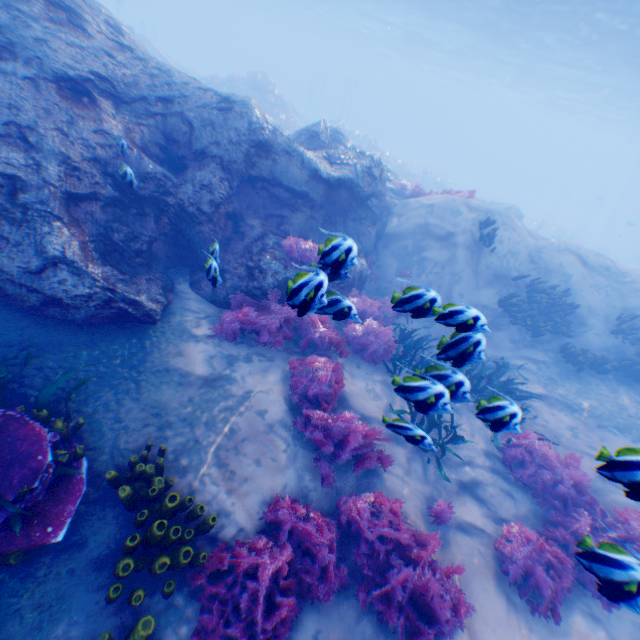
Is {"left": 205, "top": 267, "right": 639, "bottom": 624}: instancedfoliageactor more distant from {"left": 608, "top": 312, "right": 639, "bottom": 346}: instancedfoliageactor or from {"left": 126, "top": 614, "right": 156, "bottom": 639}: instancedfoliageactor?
{"left": 608, "top": 312, "right": 639, "bottom": 346}: instancedfoliageactor

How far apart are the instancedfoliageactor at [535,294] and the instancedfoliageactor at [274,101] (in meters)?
24.38

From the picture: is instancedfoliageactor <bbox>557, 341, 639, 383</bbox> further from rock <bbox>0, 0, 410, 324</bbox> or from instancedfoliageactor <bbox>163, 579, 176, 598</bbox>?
rock <bbox>0, 0, 410, 324</bbox>

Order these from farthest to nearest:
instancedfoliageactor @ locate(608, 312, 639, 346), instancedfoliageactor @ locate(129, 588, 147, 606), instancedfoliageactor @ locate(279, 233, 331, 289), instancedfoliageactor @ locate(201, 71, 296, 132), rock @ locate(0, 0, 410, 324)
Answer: instancedfoliageactor @ locate(201, 71, 296, 132) → instancedfoliageactor @ locate(608, 312, 639, 346) → rock @ locate(0, 0, 410, 324) → instancedfoliageactor @ locate(279, 233, 331, 289) → instancedfoliageactor @ locate(129, 588, 147, 606)

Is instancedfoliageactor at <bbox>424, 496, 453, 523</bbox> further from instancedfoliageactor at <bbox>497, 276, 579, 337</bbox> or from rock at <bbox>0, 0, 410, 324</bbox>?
instancedfoliageactor at <bbox>497, 276, 579, 337</bbox>

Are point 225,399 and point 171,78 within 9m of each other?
yes

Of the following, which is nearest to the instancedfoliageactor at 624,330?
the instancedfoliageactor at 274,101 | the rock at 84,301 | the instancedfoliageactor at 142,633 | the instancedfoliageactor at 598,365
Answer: the instancedfoliageactor at 598,365

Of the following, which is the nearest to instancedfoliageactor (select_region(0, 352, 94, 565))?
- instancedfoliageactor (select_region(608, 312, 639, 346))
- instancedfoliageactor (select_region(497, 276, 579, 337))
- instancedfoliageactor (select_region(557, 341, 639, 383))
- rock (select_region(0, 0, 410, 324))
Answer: rock (select_region(0, 0, 410, 324))
